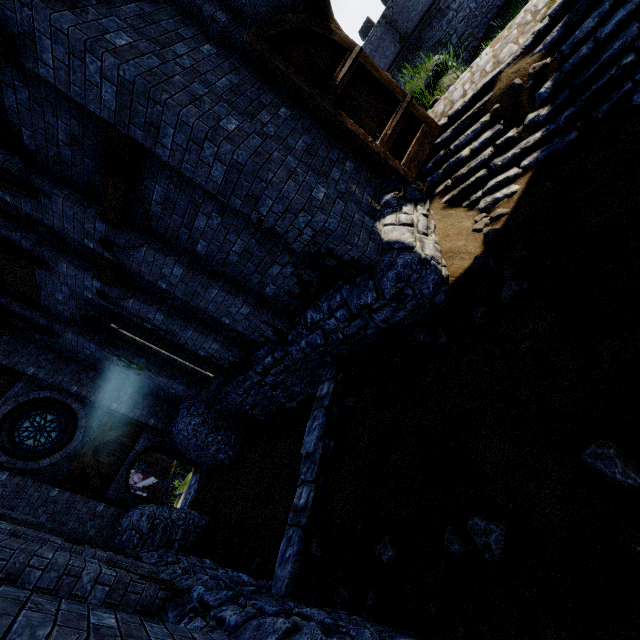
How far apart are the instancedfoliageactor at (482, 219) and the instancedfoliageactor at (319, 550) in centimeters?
509cm

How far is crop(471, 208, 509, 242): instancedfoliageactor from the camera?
4.69m

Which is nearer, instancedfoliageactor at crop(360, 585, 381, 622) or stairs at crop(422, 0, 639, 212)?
instancedfoliageactor at crop(360, 585, 381, 622)

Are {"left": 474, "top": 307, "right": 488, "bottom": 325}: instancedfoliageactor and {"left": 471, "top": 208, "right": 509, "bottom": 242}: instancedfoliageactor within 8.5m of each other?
yes

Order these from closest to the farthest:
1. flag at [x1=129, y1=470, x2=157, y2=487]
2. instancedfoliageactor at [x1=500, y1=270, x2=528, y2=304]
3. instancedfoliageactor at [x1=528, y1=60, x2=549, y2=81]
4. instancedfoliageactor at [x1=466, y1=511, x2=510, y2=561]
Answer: instancedfoliageactor at [x1=466, y1=511, x2=510, y2=561], instancedfoliageactor at [x1=500, y1=270, x2=528, y2=304], instancedfoliageactor at [x1=528, y1=60, x2=549, y2=81], flag at [x1=129, y1=470, x2=157, y2=487]

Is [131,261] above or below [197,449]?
above

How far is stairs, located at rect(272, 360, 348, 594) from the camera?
4.5m

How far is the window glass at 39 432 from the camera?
10.86m
